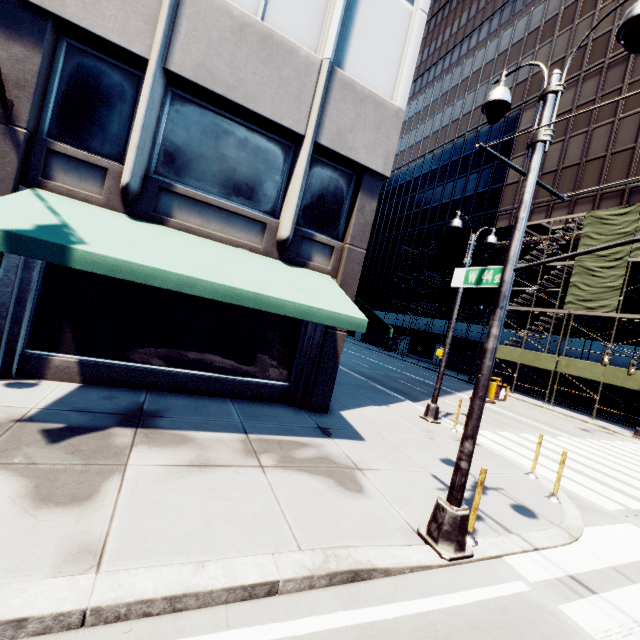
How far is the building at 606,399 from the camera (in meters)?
24.34

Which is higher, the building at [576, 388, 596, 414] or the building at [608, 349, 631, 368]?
the building at [608, 349, 631, 368]

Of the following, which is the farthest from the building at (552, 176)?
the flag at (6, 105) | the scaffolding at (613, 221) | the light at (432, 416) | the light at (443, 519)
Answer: the flag at (6, 105)

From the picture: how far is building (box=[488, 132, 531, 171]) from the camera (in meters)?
35.62

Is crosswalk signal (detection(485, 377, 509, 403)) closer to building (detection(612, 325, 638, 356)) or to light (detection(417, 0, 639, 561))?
light (detection(417, 0, 639, 561))

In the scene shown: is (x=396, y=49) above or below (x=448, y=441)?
above

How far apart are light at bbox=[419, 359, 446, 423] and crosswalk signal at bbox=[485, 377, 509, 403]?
7.0 meters

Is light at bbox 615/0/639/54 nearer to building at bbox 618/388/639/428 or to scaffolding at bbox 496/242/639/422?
scaffolding at bbox 496/242/639/422
